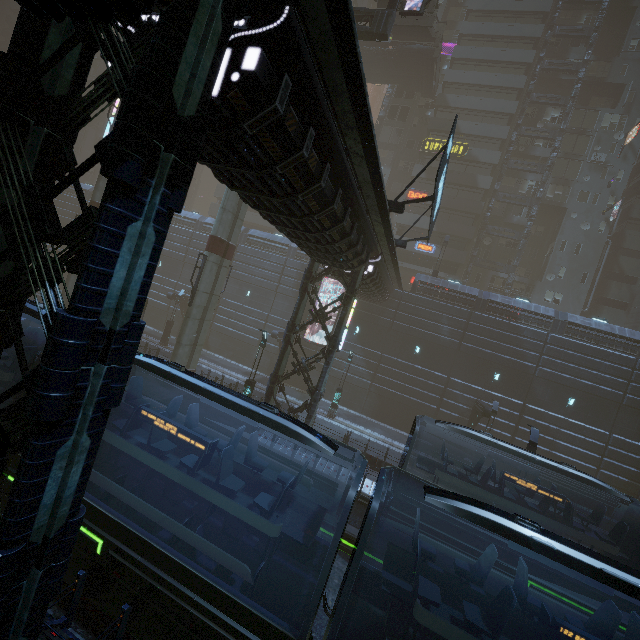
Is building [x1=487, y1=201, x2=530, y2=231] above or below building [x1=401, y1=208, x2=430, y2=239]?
above

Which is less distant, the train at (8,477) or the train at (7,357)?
the train at (8,477)

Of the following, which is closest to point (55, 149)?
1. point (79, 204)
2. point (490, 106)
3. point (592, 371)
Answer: point (592, 371)

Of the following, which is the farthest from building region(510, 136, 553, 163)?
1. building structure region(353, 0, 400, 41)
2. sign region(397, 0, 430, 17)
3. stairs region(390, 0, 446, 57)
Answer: sign region(397, 0, 430, 17)

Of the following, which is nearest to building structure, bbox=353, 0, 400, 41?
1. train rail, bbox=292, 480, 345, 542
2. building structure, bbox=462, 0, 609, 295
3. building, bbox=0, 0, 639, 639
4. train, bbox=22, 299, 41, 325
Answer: building, bbox=0, 0, 639, 639

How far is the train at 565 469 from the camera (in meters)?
10.88

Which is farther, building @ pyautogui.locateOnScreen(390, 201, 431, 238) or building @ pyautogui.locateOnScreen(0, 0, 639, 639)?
building @ pyautogui.locateOnScreen(390, 201, 431, 238)
